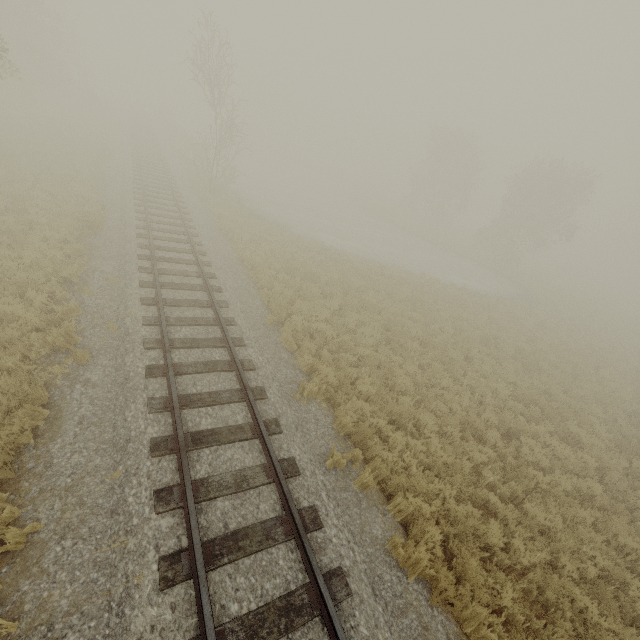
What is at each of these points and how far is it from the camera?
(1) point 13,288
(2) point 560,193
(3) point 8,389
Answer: (1) tree, 8.45m
(2) tree, 30.91m
(3) tree, 6.10m

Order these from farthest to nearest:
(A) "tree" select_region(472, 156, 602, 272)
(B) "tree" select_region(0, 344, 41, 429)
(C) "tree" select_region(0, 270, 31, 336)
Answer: (A) "tree" select_region(472, 156, 602, 272) → (C) "tree" select_region(0, 270, 31, 336) → (B) "tree" select_region(0, 344, 41, 429)

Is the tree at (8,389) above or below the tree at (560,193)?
below

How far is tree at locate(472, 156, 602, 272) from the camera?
31.2m

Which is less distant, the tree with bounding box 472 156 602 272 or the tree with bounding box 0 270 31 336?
the tree with bounding box 0 270 31 336

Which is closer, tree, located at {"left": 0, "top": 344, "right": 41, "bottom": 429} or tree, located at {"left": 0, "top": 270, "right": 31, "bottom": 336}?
tree, located at {"left": 0, "top": 344, "right": 41, "bottom": 429}

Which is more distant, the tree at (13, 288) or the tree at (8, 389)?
the tree at (13, 288)
